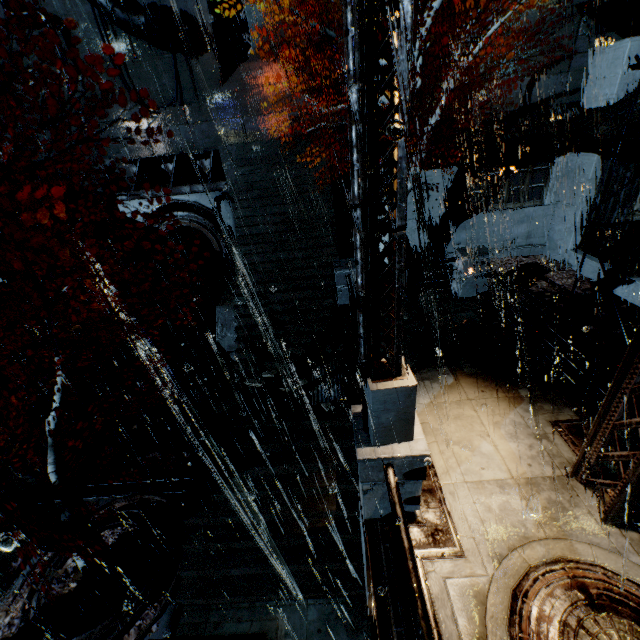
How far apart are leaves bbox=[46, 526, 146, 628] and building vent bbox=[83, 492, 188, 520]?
0.00m

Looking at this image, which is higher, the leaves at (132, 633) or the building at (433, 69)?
the building at (433, 69)

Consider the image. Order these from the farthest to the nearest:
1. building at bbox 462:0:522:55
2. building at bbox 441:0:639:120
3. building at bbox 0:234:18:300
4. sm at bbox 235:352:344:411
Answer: building at bbox 0:234:18:300 < building at bbox 462:0:522:55 < building at bbox 441:0:639:120 < sm at bbox 235:352:344:411

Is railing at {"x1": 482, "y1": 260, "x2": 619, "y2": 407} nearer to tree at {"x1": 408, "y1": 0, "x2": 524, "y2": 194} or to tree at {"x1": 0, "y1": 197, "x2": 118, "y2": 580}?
tree at {"x1": 408, "y1": 0, "x2": 524, "y2": 194}

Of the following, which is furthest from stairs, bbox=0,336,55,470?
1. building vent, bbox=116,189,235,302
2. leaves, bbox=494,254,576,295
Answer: leaves, bbox=494,254,576,295

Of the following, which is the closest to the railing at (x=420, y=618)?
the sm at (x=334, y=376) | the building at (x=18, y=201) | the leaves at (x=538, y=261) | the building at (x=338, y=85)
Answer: the building at (x=338, y=85)

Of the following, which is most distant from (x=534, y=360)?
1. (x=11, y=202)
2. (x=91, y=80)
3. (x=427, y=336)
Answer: (x=91, y=80)

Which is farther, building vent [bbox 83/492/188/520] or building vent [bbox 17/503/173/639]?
building vent [bbox 83/492/188/520]
